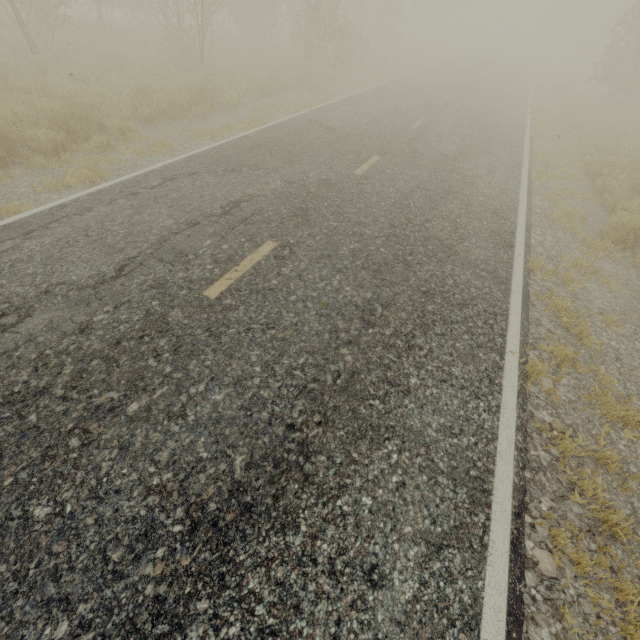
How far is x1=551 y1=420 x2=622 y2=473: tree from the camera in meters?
3.2

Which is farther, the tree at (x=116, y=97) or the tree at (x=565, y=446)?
the tree at (x=116, y=97)

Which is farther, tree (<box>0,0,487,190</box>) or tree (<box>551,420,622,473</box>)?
tree (<box>0,0,487,190</box>)

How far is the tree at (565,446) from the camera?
3.16m

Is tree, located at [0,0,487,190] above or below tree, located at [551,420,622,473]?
above

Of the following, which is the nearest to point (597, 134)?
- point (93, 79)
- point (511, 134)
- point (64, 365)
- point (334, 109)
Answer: point (511, 134)
